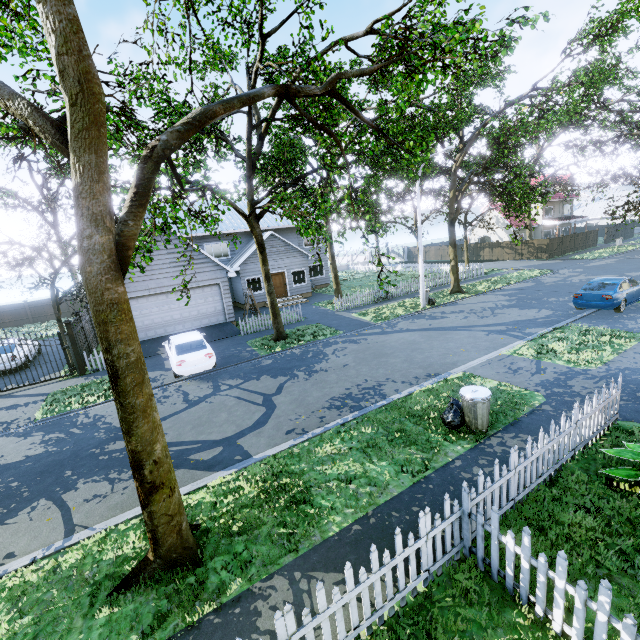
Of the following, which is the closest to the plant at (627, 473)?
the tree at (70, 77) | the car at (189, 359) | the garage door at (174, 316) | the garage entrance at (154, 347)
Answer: the tree at (70, 77)

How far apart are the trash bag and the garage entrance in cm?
1323

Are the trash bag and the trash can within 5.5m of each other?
yes

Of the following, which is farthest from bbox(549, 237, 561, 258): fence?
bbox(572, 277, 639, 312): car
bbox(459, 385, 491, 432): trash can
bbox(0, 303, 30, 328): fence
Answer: bbox(572, 277, 639, 312): car

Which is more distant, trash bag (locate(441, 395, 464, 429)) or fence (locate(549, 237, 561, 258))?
fence (locate(549, 237, 561, 258))

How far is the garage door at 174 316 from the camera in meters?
17.5

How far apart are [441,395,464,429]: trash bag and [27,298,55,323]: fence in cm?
3798

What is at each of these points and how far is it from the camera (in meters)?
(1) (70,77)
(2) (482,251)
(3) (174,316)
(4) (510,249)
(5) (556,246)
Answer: (1) tree, 3.61
(2) fence, 41.06
(3) garage door, 18.41
(4) fence, 38.00
(5) fence, 35.25
